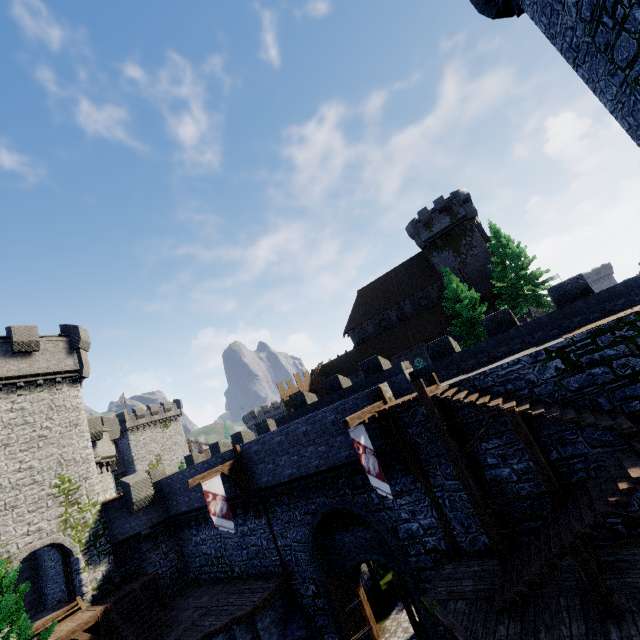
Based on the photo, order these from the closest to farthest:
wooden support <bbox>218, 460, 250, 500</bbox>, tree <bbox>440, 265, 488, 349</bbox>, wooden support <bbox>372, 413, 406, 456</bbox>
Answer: wooden support <bbox>372, 413, 406, 456</bbox> < wooden support <bbox>218, 460, 250, 500</bbox> < tree <bbox>440, 265, 488, 349</bbox>

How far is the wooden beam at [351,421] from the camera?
10.91m

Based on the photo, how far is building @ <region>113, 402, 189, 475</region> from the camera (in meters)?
53.12

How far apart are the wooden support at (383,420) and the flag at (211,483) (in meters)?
9.28

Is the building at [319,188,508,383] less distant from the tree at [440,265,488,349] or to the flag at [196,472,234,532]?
the tree at [440,265,488,349]

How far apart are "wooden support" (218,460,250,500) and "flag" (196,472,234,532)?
0.35m

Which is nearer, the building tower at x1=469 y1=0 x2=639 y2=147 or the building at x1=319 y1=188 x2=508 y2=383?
the building tower at x1=469 y1=0 x2=639 y2=147

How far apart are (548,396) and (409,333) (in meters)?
28.37
